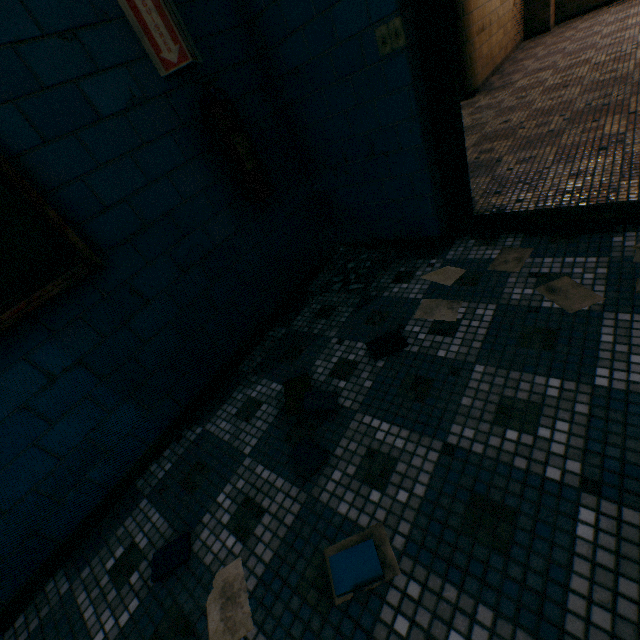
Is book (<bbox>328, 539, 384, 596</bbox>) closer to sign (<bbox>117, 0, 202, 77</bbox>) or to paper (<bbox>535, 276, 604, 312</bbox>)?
paper (<bbox>535, 276, 604, 312</bbox>)

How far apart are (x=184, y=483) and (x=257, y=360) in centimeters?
78cm

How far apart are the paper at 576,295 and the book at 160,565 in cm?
188

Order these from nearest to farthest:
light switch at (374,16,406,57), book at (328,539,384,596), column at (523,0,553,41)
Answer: book at (328,539,384,596) → light switch at (374,16,406,57) → column at (523,0,553,41)

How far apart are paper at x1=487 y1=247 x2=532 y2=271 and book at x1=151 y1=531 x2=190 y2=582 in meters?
2.0 m

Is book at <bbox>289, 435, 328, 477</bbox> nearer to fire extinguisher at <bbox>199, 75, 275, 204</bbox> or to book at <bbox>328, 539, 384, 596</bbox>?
book at <bbox>328, 539, 384, 596</bbox>

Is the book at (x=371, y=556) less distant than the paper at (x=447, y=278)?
Yes

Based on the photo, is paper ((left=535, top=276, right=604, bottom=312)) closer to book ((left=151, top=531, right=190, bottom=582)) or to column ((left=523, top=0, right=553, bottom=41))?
book ((left=151, top=531, right=190, bottom=582))
